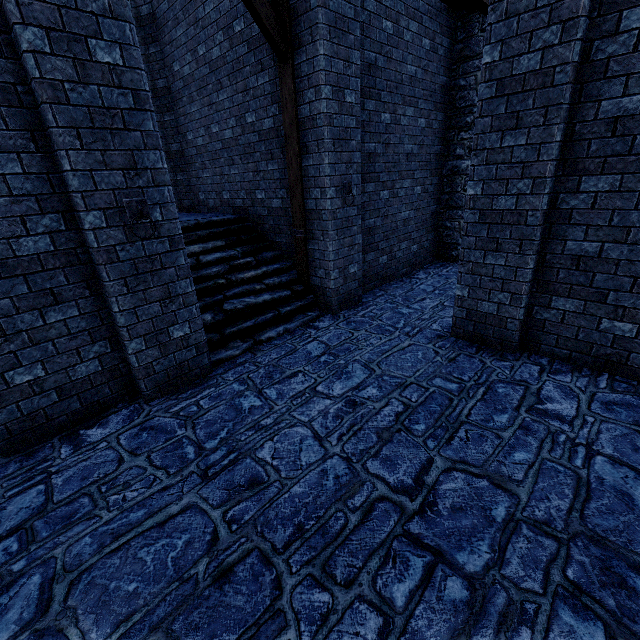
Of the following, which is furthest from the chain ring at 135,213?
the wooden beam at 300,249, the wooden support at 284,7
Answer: the wooden beam at 300,249

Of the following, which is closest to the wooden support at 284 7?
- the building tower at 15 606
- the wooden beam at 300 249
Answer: the wooden beam at 300 249

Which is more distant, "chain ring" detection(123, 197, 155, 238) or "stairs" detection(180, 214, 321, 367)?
"stairs" detection(180, 214, 321, 367)

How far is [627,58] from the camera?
3.3m

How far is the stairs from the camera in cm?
552

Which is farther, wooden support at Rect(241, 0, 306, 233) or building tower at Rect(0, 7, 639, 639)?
wooden support at Rect(241, 0, 306, 233)

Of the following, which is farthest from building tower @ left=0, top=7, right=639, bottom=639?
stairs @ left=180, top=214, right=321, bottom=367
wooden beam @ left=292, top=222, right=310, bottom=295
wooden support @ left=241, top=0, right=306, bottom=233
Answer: wooden support @ left=241, top=0, right=306, bottom=233

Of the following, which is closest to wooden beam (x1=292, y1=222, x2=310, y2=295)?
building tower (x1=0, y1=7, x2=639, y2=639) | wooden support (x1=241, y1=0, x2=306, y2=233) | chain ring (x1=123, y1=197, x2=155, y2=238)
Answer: wooden support (x1=241, y1=0, x2=306, y2=233)
